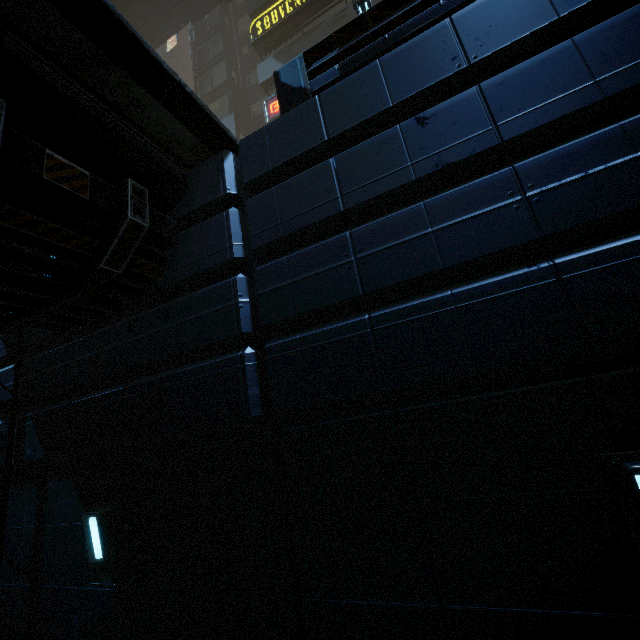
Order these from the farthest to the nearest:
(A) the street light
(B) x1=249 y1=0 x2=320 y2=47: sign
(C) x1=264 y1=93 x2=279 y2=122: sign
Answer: (B) x1=249 y1=0 x2=320 y2=47: sign
(C) x1=264 y1=93 x2=279 y2=122: sign
(A) the street light

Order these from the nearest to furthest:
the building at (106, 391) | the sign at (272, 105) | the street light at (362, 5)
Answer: the building at (106, 391)
the street light at (362, 5)
the sign at (272, 105)

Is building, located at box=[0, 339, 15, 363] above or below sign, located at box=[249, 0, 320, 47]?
below

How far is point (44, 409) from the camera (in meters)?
4.95

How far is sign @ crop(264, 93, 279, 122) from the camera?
17.59m

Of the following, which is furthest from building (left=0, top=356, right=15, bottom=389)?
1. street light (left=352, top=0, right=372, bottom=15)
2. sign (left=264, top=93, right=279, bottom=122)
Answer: street light (left=352, top=0, right=372, bottom=15)

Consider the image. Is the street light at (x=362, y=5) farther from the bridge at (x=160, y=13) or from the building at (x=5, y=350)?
the bridge at (x=160, y=13)
